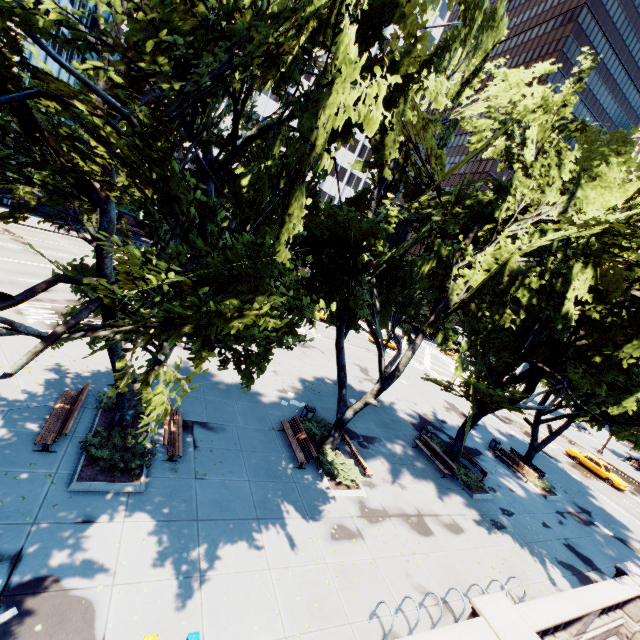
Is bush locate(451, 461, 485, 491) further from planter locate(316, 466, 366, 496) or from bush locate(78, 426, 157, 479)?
bush locate(78, 426, 157, 479)

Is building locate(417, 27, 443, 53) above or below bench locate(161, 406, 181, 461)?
above

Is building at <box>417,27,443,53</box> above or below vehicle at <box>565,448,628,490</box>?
above

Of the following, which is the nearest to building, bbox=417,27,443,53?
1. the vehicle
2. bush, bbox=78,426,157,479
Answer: bush, bbox=78,426,157,479

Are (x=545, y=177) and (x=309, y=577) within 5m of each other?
no

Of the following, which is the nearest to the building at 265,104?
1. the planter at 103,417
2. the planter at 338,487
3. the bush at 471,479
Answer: the planter at 103,417

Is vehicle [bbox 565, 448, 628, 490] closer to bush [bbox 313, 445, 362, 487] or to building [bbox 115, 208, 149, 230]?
bush [bbox 313, 445, 362, 487]

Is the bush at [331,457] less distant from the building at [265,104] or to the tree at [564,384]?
the tree at [564,384]
